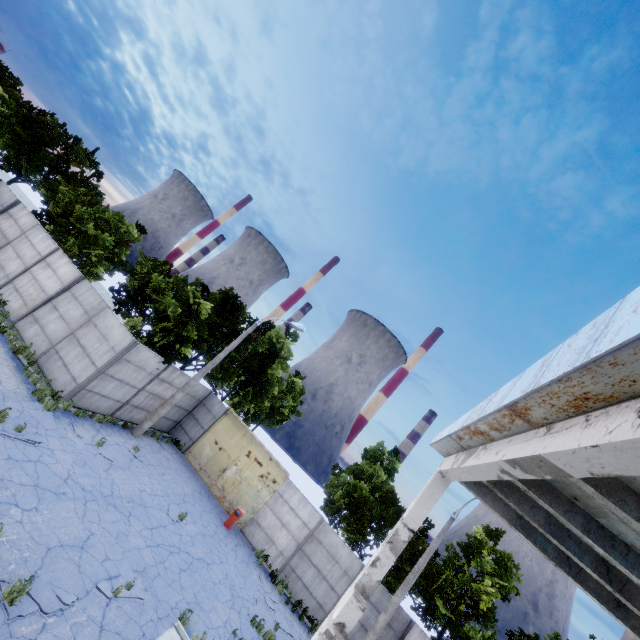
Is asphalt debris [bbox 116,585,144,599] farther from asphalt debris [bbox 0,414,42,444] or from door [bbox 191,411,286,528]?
door [bbox 191,411,286,528]

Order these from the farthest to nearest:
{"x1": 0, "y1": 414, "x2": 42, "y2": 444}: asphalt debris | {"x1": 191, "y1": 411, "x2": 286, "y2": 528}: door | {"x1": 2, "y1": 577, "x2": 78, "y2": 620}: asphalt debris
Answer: {"x1": 191, "y1": 411, "x2": 286, "y2": 528}: door, {"x1": 0, "y1": 414, "x2": 42, "y2": 444}: asphalt debris, {"x1": 2, "y1": 577, "x2": 78, "y2": 620}: asphalt debris

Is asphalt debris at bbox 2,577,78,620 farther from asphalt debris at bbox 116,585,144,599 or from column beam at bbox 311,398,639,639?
column beam at bbox 311,398,639,639

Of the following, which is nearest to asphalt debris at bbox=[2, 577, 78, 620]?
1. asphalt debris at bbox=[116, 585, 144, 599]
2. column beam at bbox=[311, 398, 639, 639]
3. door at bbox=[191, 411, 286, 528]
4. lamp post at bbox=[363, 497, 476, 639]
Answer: asphalt debris at bbox=[116, 585, 144, 599]

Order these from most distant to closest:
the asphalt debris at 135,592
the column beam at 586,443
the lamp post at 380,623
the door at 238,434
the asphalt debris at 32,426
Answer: the door at 238,434 → the lamp post at 380,623 → the asphalt debris at 32,426 → the asphalt debris at 135,592 → the column beam at 586,443

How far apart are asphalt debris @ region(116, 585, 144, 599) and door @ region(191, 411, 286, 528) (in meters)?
10.05

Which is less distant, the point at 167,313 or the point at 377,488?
the point at 167,313

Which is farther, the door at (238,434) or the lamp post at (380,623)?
the door at (238,434)
